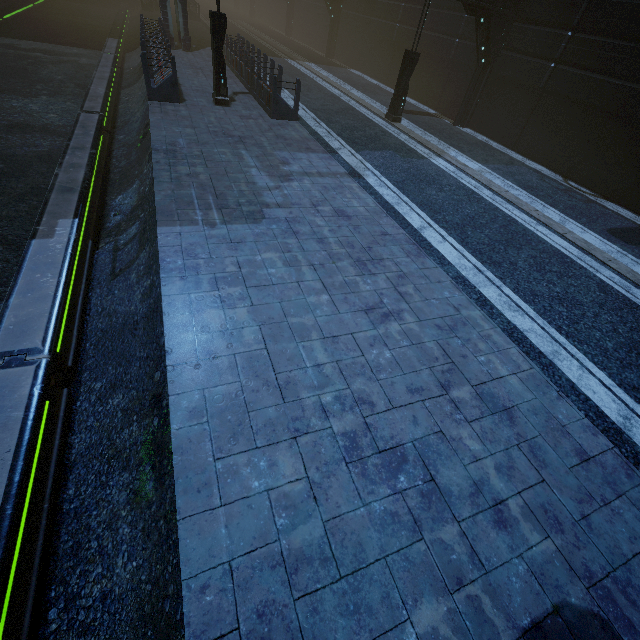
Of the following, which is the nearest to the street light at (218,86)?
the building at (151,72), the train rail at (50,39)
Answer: the building at (151,72)

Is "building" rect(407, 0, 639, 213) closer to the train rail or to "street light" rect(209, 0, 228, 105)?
the train rail

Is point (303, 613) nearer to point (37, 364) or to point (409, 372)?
point (409, 372)

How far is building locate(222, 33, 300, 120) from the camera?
11.3 meters

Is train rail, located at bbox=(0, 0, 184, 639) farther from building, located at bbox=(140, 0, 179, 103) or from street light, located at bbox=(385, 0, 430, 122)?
street light, located at bbox=(385, 0, 430, 122)

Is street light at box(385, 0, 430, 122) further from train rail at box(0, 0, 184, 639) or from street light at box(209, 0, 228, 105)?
train rail at box(0, 0, 184, 639)

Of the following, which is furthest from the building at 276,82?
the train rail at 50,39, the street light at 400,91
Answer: the street light at 400,91
